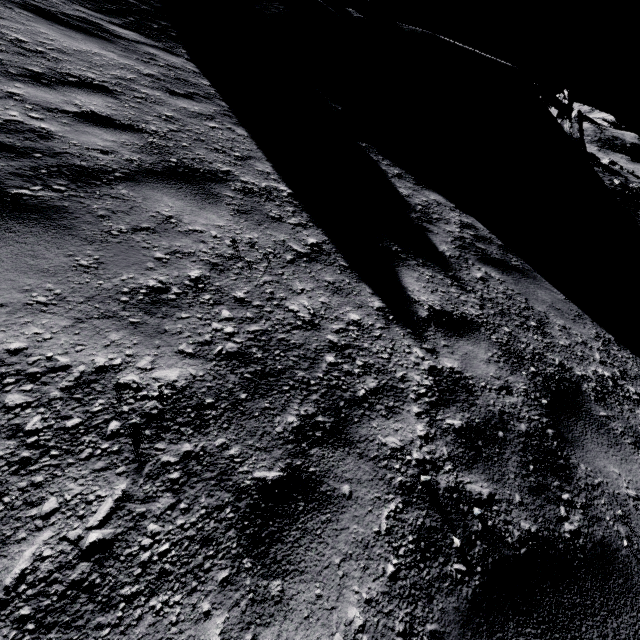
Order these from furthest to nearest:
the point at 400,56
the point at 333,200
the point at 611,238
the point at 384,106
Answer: the point at 400,56 < the point at 611,238 < the point at 384,106 < the point at 333,200

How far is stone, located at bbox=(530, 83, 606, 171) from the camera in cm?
1627

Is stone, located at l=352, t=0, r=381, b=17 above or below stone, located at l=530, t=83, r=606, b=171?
above

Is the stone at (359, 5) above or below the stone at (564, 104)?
above

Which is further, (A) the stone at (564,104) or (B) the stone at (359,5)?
(A) the stone at (564,104)

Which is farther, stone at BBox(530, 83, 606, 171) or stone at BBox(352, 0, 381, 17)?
stone at BBox(530, 83, 606, 171)
